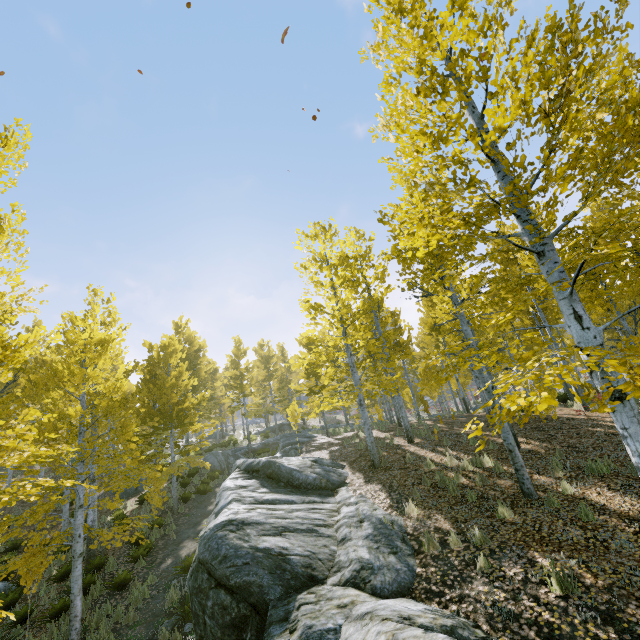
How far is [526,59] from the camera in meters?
4.2 m

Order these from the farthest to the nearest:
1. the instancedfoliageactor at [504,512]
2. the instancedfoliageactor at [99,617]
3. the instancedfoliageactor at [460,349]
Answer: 1. the instancedfoliageactor at [99,617]
2. the instancedfoliageactor at [504,512]
3. the instancedfoliageactor at [460,349]

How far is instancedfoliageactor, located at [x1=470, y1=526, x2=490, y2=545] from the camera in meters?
5.9

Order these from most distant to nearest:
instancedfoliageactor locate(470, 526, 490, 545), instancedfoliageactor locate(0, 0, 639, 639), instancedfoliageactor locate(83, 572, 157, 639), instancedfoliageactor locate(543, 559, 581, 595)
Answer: instancedfoliageactor locate(83, 572, 157, 639) → instancedfoliageactor locate(470, 526, 490, 545) → instancedfoliageactor locate(543, 559, 581, 595) → instancedfoliageactor locate(0, 0, 639, 639)

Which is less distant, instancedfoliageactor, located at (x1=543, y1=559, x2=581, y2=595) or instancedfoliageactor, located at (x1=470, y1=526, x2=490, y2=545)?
instancedfoliageactor, located at (x1=543, y1=559, x2=581, y2=595)

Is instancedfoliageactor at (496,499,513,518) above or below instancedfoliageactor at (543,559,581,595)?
above

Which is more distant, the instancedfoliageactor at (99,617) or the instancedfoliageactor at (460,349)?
the instancedfoliageactor at (99,617)
